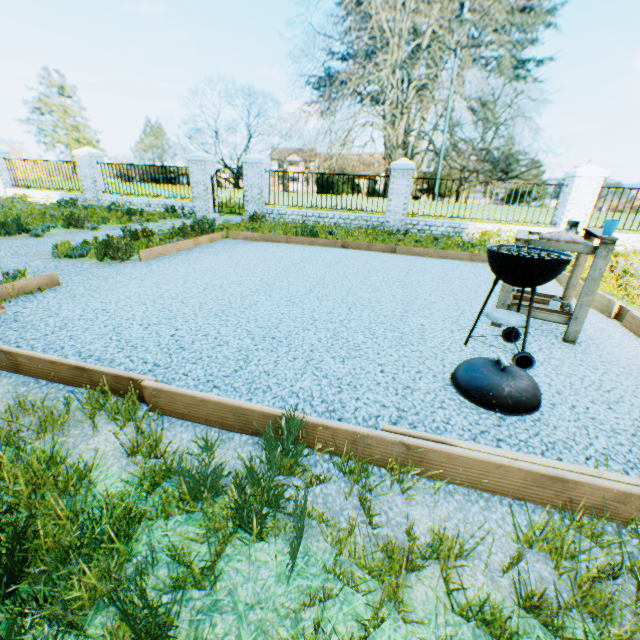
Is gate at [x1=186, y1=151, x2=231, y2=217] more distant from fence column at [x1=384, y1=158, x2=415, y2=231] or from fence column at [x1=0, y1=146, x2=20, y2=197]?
fence column at [x1=0, y1=146, x2=20, y2=197]

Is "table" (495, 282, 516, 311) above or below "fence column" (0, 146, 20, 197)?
below

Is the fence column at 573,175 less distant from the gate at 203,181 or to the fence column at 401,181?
the fence column at 401,181

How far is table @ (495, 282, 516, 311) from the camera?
3.47m

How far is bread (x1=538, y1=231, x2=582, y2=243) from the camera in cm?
321

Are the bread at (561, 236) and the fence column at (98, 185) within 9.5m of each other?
no

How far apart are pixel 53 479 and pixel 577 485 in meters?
2.7 m

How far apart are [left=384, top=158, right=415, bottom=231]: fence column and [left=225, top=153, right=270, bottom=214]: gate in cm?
475
